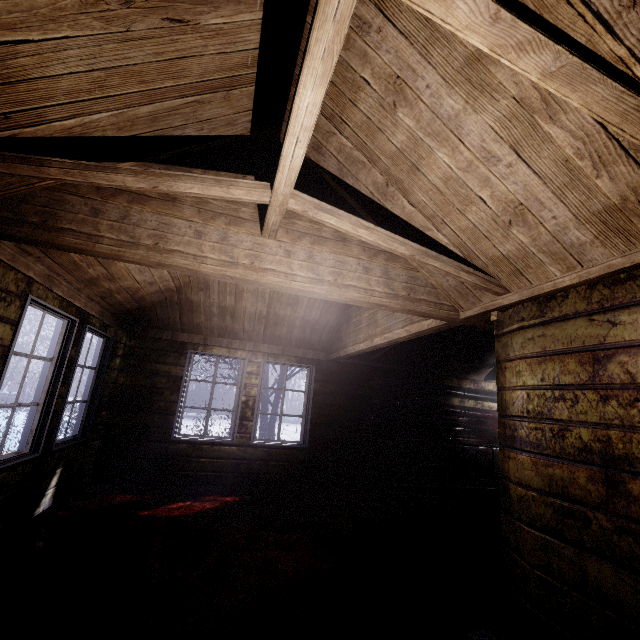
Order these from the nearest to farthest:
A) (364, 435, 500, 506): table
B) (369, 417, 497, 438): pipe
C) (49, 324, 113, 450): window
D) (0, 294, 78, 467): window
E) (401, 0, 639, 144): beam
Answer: (401, 0, 639, 144): beam → (0, 294, 78, 467): window → (49, 324, 113, 450): window → (364, 435, 500, 506): table → (369, 417, 497, 438): pipe

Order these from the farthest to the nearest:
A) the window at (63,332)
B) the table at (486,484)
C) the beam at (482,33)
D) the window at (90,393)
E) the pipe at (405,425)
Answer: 1. the pipe at (405,425)
2. the table at (486,484)
3. the window at (90,393)
4. the window at (63,332)
5. the beam at (482,33)

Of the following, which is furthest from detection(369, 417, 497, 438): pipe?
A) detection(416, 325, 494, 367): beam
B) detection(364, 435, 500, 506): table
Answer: detection(416, 325, 494, 367): beam

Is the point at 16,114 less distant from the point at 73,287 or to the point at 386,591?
the point at 73,287

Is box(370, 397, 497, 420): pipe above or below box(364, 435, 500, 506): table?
above

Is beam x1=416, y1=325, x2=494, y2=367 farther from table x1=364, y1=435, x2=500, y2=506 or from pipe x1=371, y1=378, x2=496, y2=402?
table x1=364, y1=435, x2=500, y2=506

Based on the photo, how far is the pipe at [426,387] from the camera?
5.5m

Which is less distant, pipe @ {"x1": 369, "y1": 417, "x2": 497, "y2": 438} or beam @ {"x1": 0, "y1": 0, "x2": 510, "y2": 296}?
beam @ {"x1": 0, "y1": 0, "x2": 510, "y2": 296}
